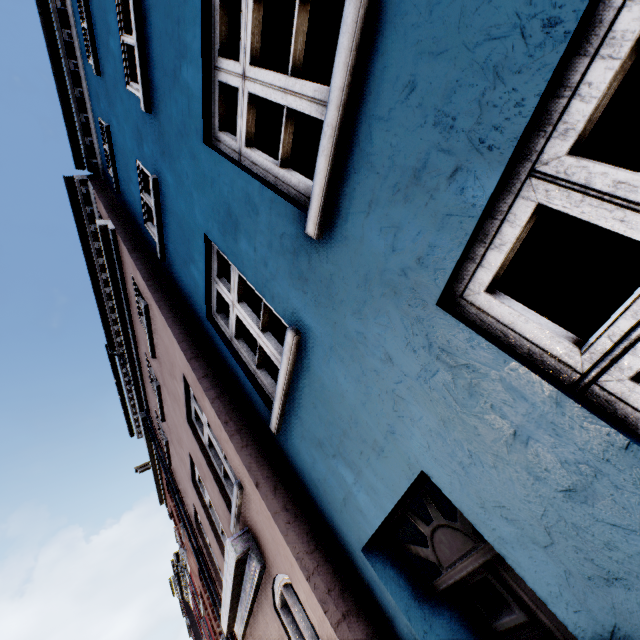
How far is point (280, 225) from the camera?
2.21m
